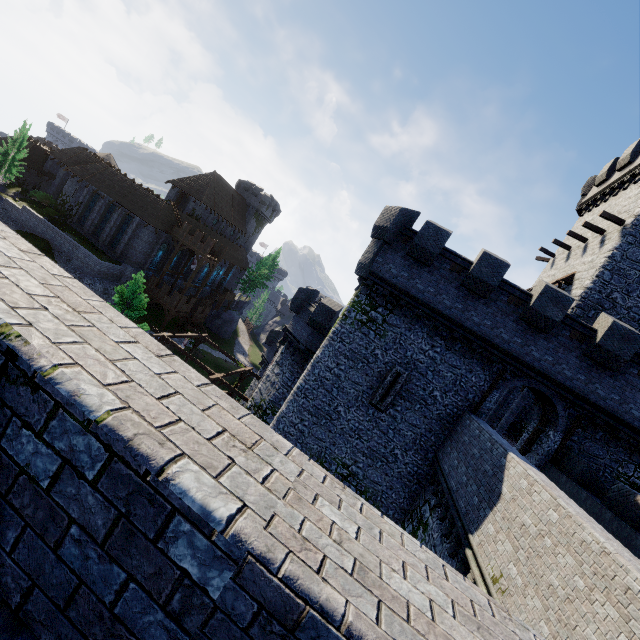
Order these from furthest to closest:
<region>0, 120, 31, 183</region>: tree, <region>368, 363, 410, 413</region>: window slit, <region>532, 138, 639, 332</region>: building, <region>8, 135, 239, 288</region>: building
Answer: <region>8, 135, 239, 288</region>: building < <region>0, 120, 31, 183</region>: tree < <region>532, 138, 639, 332</region>: building < <region>368, 363, 410, 413</region>: window slit

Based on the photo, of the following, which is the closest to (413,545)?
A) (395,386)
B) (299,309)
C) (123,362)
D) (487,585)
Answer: (123,362)

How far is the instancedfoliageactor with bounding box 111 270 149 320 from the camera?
23.9m

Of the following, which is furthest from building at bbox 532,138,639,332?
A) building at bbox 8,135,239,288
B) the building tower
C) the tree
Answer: the tree

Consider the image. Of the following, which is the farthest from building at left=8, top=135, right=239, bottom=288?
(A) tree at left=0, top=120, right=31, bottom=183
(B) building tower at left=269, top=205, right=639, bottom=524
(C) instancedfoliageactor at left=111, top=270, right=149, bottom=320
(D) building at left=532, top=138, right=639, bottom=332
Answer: (D) building at left=532, top=138, right=639, bottom=332

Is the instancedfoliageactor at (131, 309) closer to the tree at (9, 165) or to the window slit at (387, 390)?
the window slit at (387, 390)

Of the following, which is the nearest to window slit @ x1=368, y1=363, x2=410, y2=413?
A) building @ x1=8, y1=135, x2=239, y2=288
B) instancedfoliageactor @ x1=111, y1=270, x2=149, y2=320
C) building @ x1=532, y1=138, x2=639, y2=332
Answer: building @ x1=532, y1=138, x2=639, y2=332
